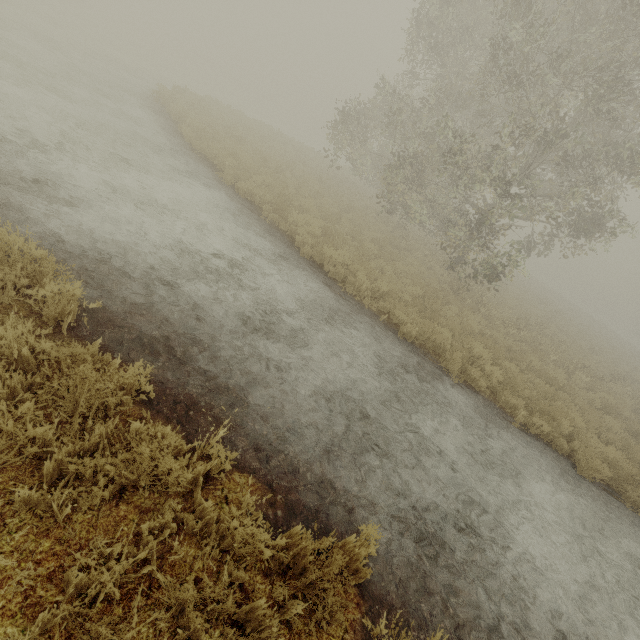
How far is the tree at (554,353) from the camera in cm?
1283

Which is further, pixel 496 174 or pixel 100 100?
pixel 100 100

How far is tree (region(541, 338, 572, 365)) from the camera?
12.83m
